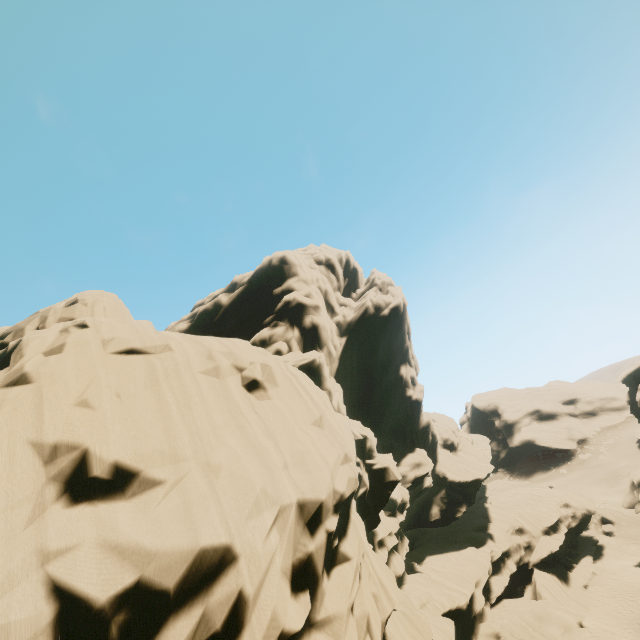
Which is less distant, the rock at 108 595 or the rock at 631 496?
the rock at 108 595

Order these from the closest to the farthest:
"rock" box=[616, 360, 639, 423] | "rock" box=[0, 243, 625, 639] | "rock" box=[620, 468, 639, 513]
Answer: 1. "rock" box=[0, 243, 625, 639]
2. "rock" box=[620, 468, 639, 513]
3. "rock" box=[616, 360, 639, 423]

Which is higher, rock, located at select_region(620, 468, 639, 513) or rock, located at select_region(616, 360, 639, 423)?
rock, located at select_region(616, 360, 639, 423)

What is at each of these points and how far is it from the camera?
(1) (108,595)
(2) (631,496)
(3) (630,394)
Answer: (1) rock, 5.9 meters
(2) rock, 38.8 meters
(3) rock, 42.4 meters

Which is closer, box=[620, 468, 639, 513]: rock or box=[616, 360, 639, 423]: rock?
box=[620, 468, 639, 513]: rock
